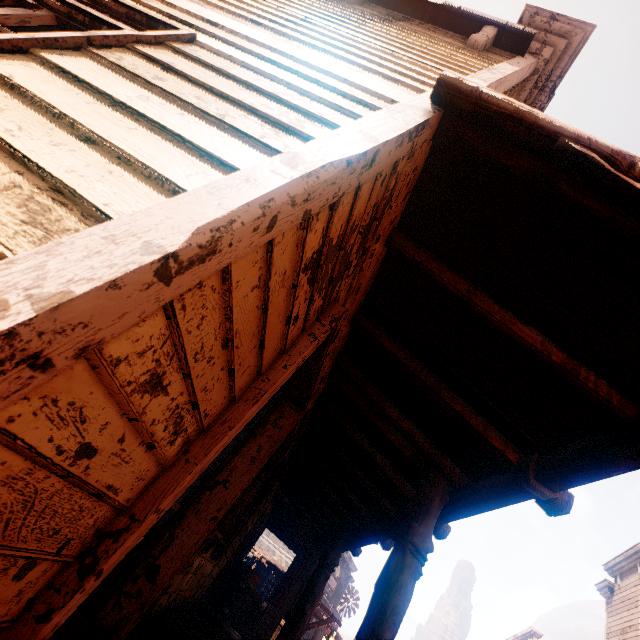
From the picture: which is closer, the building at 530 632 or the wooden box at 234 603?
the wooden box at 234 603

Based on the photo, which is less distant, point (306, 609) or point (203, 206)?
point (203, 206)

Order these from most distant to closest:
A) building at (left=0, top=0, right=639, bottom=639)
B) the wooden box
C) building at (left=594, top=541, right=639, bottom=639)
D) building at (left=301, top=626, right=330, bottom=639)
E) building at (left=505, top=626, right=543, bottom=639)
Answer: building at (left=505, top=626, right=543, bottom=639) → building at (left=301, top=626, right=330, bottom=639) → building at (left=594, top=541, right=639, bottom=639) → the wooden box → building at (left=0, top=0, right=639, bottom=639)

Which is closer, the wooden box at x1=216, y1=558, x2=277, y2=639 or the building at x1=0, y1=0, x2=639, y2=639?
the building at x1=0, y1=0, x2=639, y2=639

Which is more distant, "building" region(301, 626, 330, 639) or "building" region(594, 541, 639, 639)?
"building" region(301, 626, 330, 639)

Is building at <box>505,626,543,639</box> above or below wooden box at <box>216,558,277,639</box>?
above

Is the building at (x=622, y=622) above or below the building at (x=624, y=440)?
above
